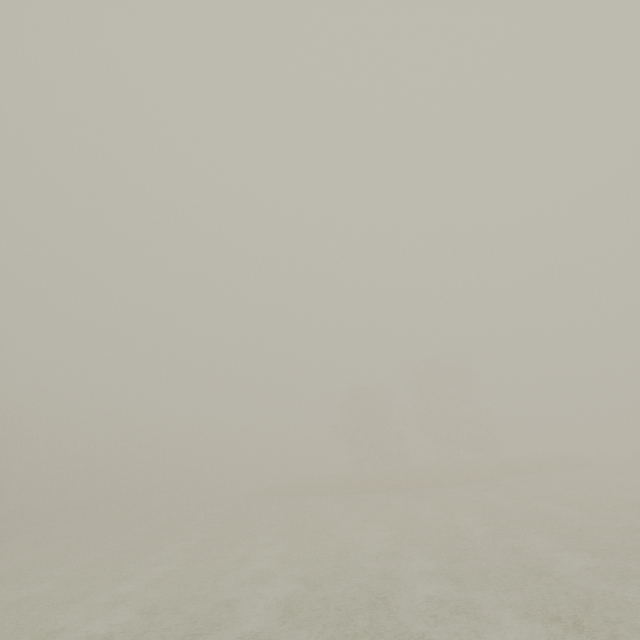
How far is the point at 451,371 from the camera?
47.8m
